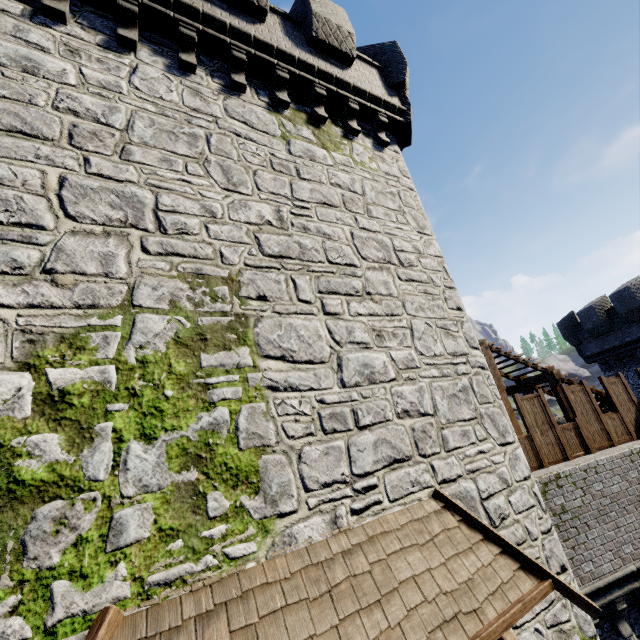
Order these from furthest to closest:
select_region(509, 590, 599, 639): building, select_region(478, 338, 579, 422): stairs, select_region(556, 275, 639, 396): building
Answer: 1. select_region(556, 275, 639, 396): building
2. select_region(478, 338, 579, 422): stairs
3. select_region(509, 590, 599, 639): building

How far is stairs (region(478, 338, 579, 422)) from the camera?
11.43m

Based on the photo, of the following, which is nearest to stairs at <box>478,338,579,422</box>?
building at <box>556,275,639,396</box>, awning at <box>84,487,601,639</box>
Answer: building at <box>556,275,639,396</box>

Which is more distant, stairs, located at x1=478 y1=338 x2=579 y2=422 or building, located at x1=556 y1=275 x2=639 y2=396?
building, located at x1=556 y1=275 x2=639 y2=396

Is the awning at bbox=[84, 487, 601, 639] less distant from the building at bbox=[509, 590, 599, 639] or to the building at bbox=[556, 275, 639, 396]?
the building at bbox=[509, 590, 599, 639]

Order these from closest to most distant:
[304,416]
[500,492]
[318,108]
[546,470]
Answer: [304,416] < [500,492] < [318,108] < [546,470]

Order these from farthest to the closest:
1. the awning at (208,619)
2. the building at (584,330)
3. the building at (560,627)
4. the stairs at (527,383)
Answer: the building at (584,330) < the stairs at (527,383) < the building at (560,627) < the awning at (208,619)

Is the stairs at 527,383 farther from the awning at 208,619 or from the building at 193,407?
the awning at 208,619
